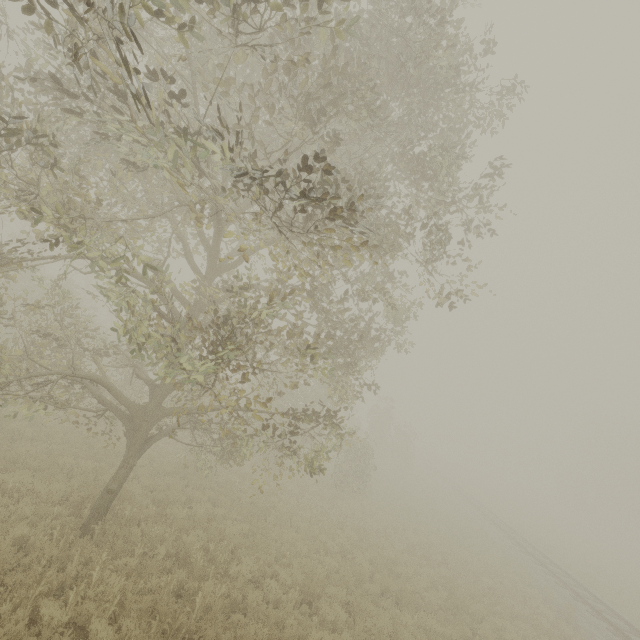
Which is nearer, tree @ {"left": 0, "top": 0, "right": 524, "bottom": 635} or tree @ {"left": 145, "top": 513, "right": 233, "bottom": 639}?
tree @ {"left": 0, "top": 0, "right": 524, "bottom": 635}

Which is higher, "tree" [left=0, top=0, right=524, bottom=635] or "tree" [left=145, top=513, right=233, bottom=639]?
"tree" [left=0, top=0, right=524, bottom=635]

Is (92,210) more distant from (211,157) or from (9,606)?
(9,606)

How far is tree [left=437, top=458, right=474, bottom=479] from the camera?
51.72m

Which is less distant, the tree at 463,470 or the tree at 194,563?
the tree at 194,563

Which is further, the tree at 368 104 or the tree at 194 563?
the tree at 194 563

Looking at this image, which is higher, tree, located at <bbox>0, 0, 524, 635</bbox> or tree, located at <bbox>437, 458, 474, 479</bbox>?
tree, located at <bbox>0, 0, 524, 635</bbox>
